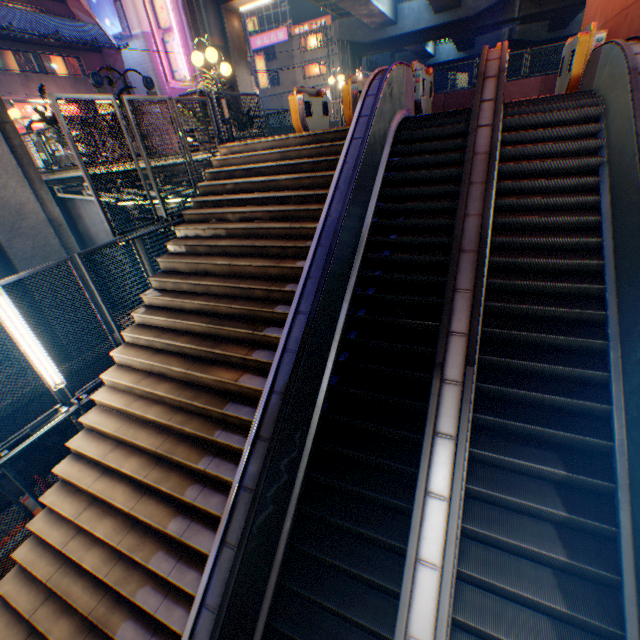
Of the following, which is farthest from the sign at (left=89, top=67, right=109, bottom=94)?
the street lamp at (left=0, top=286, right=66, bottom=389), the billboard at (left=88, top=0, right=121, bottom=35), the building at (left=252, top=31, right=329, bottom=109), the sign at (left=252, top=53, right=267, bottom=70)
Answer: the building at (left=252, top=31, right=329, bottom=109)

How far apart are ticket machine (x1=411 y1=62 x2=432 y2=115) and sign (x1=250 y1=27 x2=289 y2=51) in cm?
4660

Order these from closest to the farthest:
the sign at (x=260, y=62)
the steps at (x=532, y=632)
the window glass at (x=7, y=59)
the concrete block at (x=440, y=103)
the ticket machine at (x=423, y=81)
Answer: the steps at (x=532, y=632) < the ticket machine at (x=423, y=81) < the concrete block at (x=440, y=103) < the window glass at (x=7, y=59) < the sign at (x=260, y=62)

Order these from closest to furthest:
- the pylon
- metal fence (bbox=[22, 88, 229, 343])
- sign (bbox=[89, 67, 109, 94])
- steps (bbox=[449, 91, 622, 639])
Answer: steps (bbox=[449, 91, 622, 639]) < metal fence (bbox=[22, 88, 229, 343]) < sign (bbox=[89, 67, 109, 94]) < the pylon

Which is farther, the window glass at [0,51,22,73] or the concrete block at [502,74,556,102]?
the window glass at [0,51,22,73]

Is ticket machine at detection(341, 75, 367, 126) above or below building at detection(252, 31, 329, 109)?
below

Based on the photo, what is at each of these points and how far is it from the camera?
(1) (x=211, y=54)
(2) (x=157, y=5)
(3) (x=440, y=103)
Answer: (1) street lamp, 7.59m
(2) sign, 26.47m
(3) concrete block, 18.09m

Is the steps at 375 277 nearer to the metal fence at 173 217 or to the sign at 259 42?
the metal fence at 173 217
